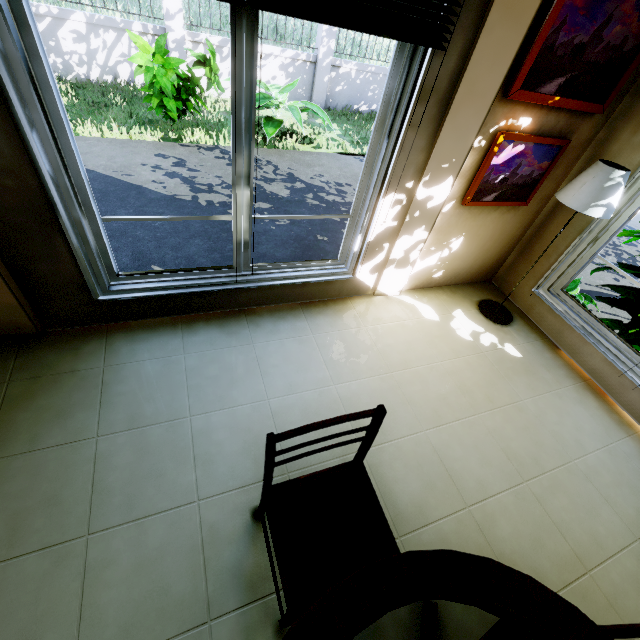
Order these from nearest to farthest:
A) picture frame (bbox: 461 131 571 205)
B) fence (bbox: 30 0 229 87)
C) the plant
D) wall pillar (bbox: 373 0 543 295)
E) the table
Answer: the table
wall pillar (bbox: 373 0 543 295)
picture frame (bbox: 461 131 571 205)
the plant
fence (bbox: 30 0 229 87)

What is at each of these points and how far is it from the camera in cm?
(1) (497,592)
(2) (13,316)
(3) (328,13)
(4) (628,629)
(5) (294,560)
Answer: (1) table, 102
(2) wall pillar, 204
(3) blinds, 143
(4) chair, 116
(5) chair, 121

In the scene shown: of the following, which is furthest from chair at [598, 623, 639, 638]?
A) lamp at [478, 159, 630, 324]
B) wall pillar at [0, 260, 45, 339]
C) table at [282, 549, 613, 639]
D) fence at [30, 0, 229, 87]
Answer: fence at [30, 0, 229, 87]

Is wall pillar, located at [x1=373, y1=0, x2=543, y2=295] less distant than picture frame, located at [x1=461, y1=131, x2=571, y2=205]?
Yes

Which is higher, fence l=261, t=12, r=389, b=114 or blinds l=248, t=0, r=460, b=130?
blinds l=248, t=0, r=460, b=130

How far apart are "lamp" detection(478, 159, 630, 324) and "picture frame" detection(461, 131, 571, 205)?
0.3 meters

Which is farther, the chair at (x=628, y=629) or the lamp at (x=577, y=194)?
the lamp at (x=577, y=194)

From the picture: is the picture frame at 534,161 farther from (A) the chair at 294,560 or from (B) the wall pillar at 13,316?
(B) the wall pillar at 13,316
